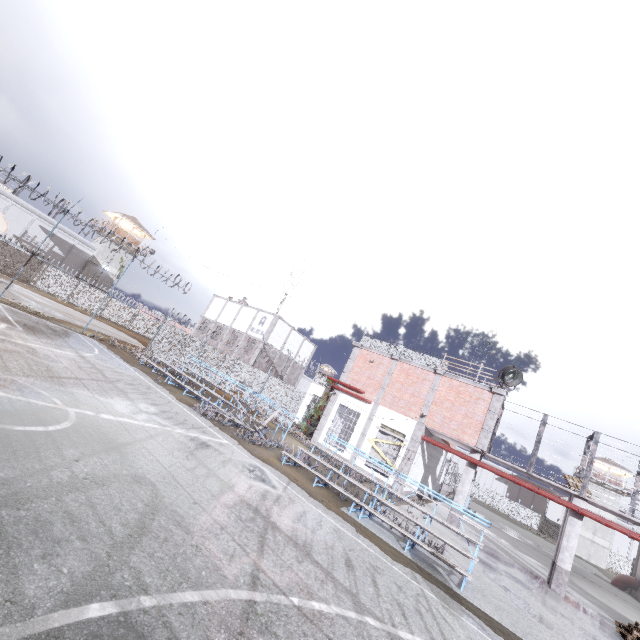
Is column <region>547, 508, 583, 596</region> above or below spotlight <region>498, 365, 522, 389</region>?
below

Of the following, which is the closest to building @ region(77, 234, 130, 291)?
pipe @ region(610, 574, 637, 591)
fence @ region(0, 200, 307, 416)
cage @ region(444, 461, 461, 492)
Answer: fence @ region(0, 200, 307, 416)

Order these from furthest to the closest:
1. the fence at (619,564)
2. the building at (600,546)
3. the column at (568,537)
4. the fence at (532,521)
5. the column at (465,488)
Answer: the fence at (532,521)
the fence at (619,564)
the building at (600,546)
the column at (465,488)
the column at (568,537)

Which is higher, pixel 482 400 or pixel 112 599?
pixel 482 400

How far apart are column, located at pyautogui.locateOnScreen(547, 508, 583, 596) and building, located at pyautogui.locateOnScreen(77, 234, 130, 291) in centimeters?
5582cm

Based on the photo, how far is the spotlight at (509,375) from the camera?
16.5m

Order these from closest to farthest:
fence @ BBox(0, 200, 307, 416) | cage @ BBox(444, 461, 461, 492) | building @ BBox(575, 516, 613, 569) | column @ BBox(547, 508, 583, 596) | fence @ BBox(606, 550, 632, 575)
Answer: column @ BBox(547, 508, 583, 596), fence @ BBox(0, 200, 307, 416), cage @ BBox(444, 461, 461, 492), building @ BBox(575, 516, 613, 569), fence @ BBox(606, 550, 632, 575)

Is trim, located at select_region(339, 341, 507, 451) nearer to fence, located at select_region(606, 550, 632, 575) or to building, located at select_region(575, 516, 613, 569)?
fence, located at select_region(606, 550, 632, 575)
